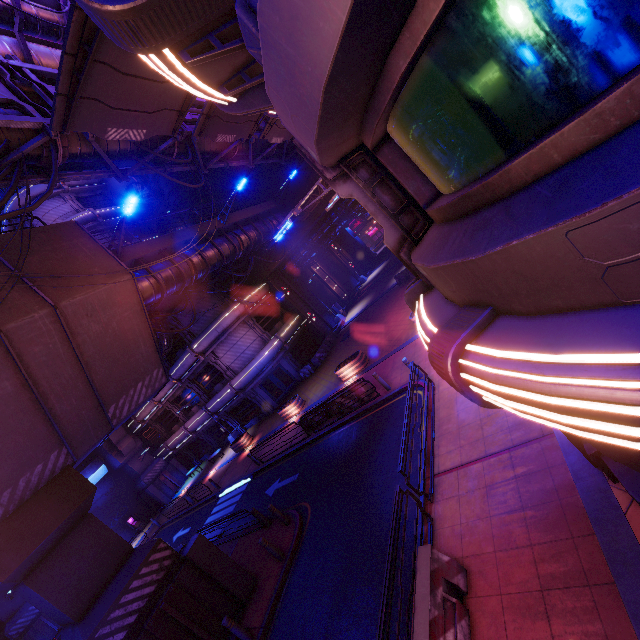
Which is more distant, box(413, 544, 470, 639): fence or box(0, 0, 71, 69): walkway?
box(0, 0, 71, 69): walkway

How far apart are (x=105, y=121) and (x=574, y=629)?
13.6 meters

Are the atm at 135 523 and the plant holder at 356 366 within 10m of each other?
no

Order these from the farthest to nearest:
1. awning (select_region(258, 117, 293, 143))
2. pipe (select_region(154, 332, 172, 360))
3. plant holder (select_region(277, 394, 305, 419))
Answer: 1. pipe (select_region(154, 332, 172, 360))
2. plant holder (select_region(277, 394, 305, 419))
3. awning (select_region(258, 117, 293, 143))

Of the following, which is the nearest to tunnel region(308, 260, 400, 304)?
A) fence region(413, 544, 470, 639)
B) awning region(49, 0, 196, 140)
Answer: awning region(49, 0, 196, 140)

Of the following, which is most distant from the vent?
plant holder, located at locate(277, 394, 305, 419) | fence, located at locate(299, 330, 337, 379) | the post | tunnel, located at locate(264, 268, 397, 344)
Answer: the post

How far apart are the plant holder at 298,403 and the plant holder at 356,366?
4.11m

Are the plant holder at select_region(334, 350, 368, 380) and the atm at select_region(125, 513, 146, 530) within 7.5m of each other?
no
